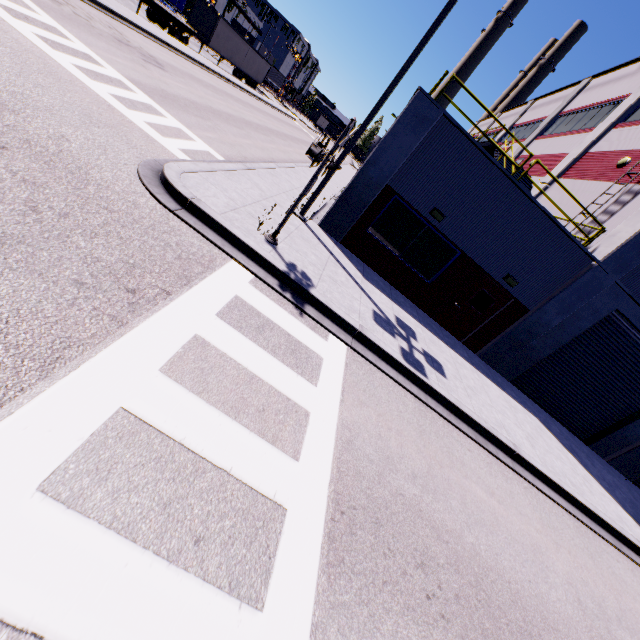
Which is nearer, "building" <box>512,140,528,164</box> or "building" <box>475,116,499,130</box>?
"building" <box>512,140,528,164</box>

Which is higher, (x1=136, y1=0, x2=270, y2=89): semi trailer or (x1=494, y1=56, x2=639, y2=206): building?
(x1=494, y1=56, x2=639, y2=206): building

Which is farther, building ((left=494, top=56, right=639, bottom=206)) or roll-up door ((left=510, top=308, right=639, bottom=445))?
building ((left=494, top=56, right=639, bottom=206))

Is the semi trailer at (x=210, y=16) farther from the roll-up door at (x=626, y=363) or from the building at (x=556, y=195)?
the roll-up door at (x=626, y=363)

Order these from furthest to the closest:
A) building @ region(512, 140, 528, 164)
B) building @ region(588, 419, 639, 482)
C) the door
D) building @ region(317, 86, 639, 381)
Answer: building @ region(512, 140, 528, 164) < building @ region(588, 419, 639, 482) < the door < building @ region(317, 86, 639, 381)

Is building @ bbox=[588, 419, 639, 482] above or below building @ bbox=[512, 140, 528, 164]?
below

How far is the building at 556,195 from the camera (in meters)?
13.79

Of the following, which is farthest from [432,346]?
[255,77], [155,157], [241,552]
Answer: [255,77]
